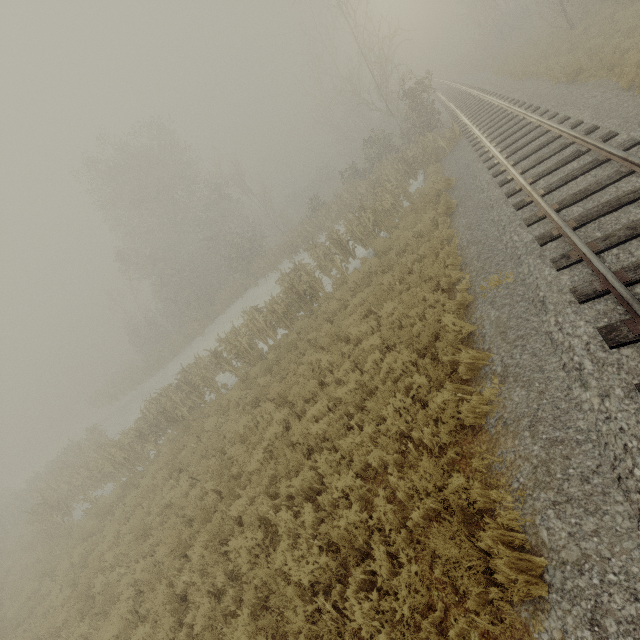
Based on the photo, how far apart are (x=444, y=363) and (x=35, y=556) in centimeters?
2028cm
